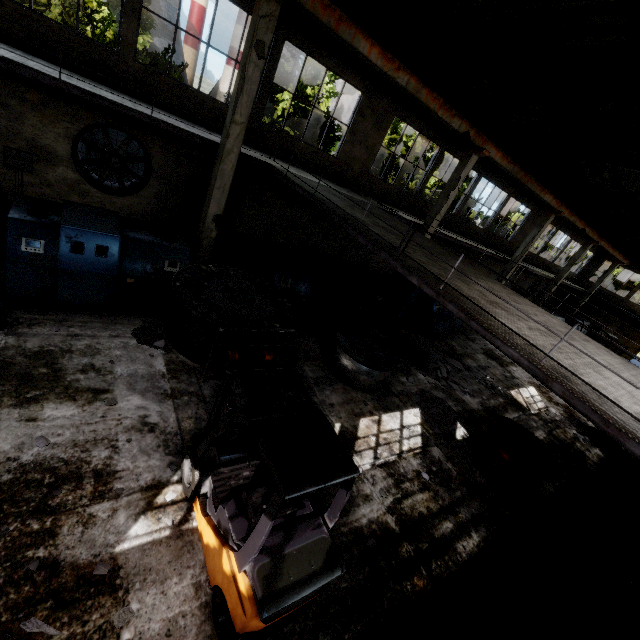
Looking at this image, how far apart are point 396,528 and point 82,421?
5.8 meters

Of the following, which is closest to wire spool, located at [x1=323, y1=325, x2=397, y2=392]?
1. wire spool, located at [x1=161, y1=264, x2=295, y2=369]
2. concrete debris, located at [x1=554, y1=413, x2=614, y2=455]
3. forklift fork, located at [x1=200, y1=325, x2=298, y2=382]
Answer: wire spool, located at [x1=161, y1=264, x2=295, y2=369]

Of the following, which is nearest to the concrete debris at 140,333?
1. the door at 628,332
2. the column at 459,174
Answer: the column at 459,174

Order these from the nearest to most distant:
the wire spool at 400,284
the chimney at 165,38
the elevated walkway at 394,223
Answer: the elevated walkway at 394,223
the wire spool at 400,284
the chimney at 165,38

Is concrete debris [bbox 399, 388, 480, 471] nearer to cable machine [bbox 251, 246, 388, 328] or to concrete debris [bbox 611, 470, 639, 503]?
cable machine [bbox 251, 246, 388, 328]

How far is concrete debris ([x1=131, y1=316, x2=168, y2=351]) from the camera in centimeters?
728cm

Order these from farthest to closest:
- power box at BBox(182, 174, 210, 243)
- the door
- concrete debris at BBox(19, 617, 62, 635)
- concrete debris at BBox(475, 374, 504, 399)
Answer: the door → concrete debris at BBox(475, 374, 504, 399) → power box at BBox(182, 174, 210, 243) → concrete debris at BBox(19, 617, 62, 635)

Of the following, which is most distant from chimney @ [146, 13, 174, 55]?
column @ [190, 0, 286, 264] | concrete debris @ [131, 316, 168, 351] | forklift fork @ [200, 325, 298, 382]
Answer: forklift fork @ [200, 325, 298, 382]
